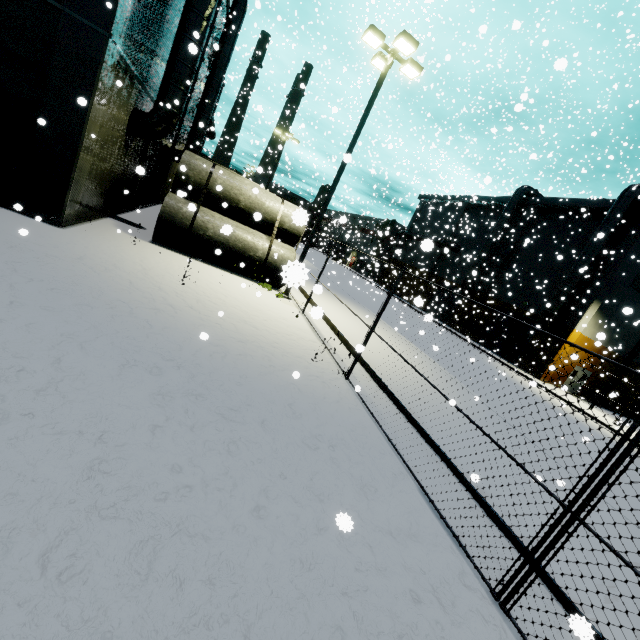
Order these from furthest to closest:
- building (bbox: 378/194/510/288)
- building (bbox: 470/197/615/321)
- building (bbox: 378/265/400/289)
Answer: building (bbox: 378/265/400/289) < building (bbox: 378/194/510/288) < building (bbox: 470/197/615/321)

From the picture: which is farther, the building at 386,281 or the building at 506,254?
the building at 386,281

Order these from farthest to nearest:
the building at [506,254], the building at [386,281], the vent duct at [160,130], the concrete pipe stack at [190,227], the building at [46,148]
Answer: the building at [386,281], the building at [506,254], the concrete pipe stack at [190,227], the vent duct at [160,130], the building at [46,148]

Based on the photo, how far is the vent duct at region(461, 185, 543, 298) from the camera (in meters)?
33.28

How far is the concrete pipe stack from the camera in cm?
1206

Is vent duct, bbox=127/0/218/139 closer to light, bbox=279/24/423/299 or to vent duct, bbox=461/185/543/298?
light, bbox=279/24/423/299

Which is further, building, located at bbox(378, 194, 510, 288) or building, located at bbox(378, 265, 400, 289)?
building, located at bbox(378, 265, 400, 289)

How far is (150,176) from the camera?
19.17m
